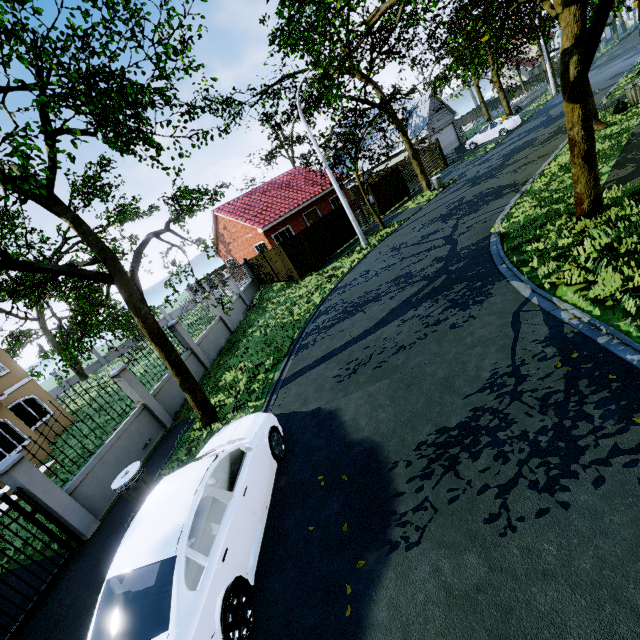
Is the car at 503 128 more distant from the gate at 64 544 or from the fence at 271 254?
the gate at 64 544

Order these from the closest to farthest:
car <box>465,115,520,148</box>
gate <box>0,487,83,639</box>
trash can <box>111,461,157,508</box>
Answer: gate <box>0,487,83,639</box>
trash can <box>111,461,157,508</box>
car <box>465,115,520,148</box>

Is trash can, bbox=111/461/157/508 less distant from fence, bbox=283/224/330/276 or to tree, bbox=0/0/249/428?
fence, bbox=283/224/330/276

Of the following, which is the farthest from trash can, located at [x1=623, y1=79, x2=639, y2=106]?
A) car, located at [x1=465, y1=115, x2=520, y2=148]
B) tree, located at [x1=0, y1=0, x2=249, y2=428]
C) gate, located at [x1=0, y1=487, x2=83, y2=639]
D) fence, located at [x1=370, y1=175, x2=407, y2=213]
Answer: gate, located at [x1=0, y1=487, x2=83, y2=639]

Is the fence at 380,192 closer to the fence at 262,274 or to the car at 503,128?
the fence at 262,274

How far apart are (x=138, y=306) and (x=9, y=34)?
5.47m

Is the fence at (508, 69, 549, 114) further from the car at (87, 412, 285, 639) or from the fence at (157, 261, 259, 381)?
the fence at (157, 261, 259, 381)

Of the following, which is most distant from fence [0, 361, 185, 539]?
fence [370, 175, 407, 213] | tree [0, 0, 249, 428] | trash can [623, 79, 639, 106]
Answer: trash can [623, 79, 639, 106]
